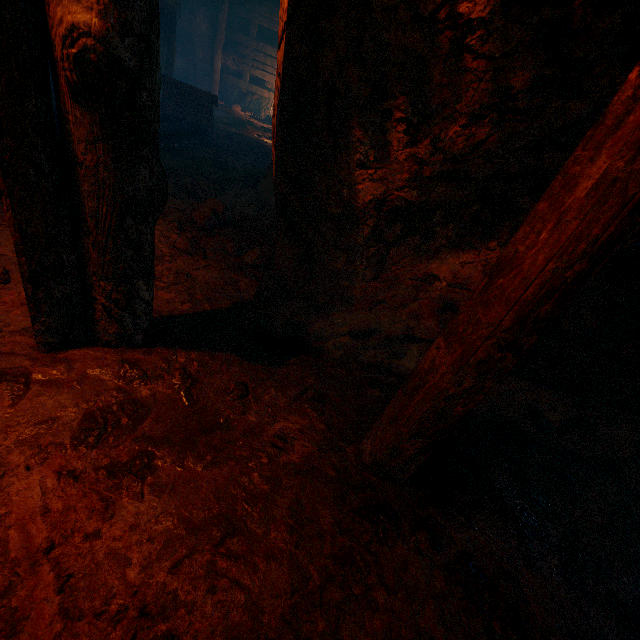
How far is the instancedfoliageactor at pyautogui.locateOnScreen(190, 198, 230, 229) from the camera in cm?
320

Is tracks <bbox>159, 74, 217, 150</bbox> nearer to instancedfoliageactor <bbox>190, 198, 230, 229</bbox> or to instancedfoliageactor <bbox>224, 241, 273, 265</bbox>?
instancedfoliageactor <bbox>190, 198, 230, 229</bbox>

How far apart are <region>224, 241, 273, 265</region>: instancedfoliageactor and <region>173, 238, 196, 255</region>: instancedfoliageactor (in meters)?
0.34

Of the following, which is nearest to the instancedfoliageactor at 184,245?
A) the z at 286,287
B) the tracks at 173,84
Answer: the z at 286,287

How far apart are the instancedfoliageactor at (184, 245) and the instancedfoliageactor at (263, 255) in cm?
34

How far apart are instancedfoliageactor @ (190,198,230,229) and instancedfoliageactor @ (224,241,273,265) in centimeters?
26cm

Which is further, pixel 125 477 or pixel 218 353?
pixel 218 353

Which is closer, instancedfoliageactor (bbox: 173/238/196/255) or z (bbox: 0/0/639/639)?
z (bbox: 0/0/639/639)
